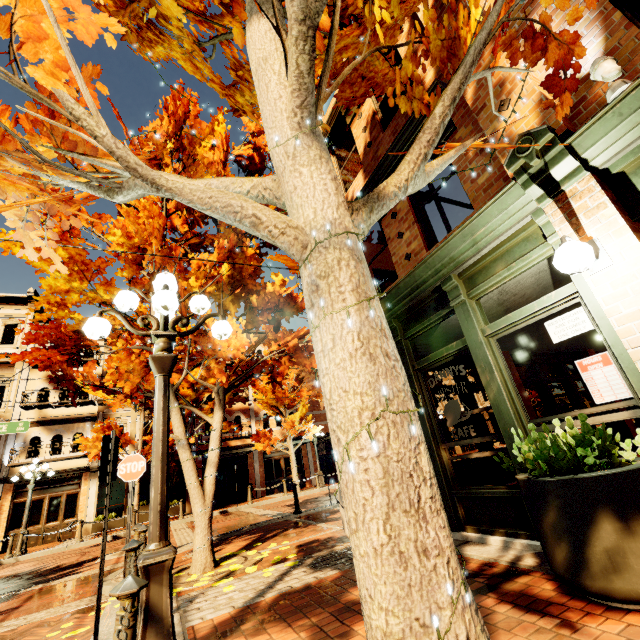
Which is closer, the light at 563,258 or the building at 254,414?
the light at 563,258

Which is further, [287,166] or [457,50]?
[457,50]

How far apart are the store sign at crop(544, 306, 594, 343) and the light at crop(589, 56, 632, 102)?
2.0 meters

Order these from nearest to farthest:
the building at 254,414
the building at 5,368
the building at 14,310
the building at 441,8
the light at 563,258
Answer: the light at 563,258 → the building at 441,8 → the building at 5,368 → the building at 14,310 → the building at 254,414

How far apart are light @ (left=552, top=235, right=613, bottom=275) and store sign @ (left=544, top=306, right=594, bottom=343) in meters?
0.5

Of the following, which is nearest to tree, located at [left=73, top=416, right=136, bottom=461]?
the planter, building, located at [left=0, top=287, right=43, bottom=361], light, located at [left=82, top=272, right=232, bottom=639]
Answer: building, located at [left=0, top=287, right=43, bottom=361]

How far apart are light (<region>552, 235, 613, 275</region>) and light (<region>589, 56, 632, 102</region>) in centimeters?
123cm

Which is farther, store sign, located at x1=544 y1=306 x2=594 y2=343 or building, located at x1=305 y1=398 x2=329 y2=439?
building, located at x1=305 y1=398 x2=329 y2=439
